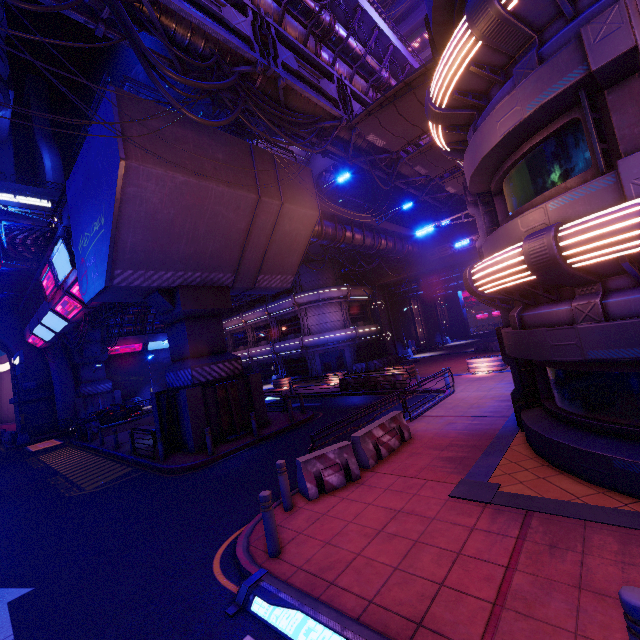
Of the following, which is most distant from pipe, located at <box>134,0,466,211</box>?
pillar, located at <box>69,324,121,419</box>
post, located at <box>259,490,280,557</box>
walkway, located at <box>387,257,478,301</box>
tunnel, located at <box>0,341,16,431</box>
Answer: post, located at <box>259,490,280,557</box>

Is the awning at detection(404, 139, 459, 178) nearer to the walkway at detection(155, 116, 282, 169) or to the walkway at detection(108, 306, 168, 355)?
the walkway at detection(155, 116, 282, 169)

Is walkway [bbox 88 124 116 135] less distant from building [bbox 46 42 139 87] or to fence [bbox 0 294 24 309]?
fence [bbox 0 294 24 309]

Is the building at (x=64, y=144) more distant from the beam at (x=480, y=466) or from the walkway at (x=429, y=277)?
the beam at (x=480, y=466)

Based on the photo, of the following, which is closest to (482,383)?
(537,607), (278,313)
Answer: (537,607)

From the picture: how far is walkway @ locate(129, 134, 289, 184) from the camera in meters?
11.7

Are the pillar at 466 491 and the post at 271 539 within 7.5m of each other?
yes

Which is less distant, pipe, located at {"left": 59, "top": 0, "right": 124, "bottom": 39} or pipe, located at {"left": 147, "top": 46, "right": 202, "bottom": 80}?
pipe, located at {"left": 59, "top": 0, "right": 124, "bottom": 39}
